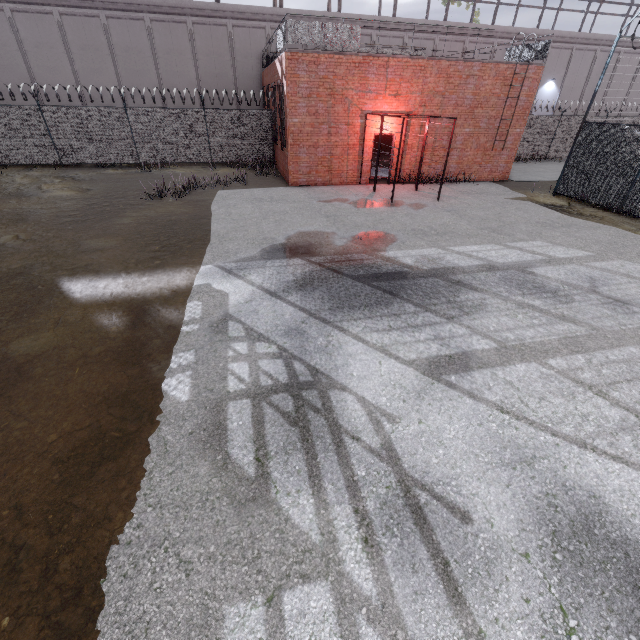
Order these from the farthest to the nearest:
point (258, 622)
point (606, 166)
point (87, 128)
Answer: point (87, 128), point (606, 166), point (258, 622)

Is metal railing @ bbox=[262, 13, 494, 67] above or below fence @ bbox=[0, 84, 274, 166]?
above

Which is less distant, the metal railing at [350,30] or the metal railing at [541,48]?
the metal railing at [350,30]

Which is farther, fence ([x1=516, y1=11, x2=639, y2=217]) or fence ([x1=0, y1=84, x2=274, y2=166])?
fence ([x1=0, y1=84, x2=274, y2=166])

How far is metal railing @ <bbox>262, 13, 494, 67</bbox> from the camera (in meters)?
12.29

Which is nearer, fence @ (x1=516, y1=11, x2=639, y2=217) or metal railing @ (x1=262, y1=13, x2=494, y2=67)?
fence @ (x1=516, y1=11, x2=639, y2=217)

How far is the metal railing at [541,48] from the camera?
14.65m
